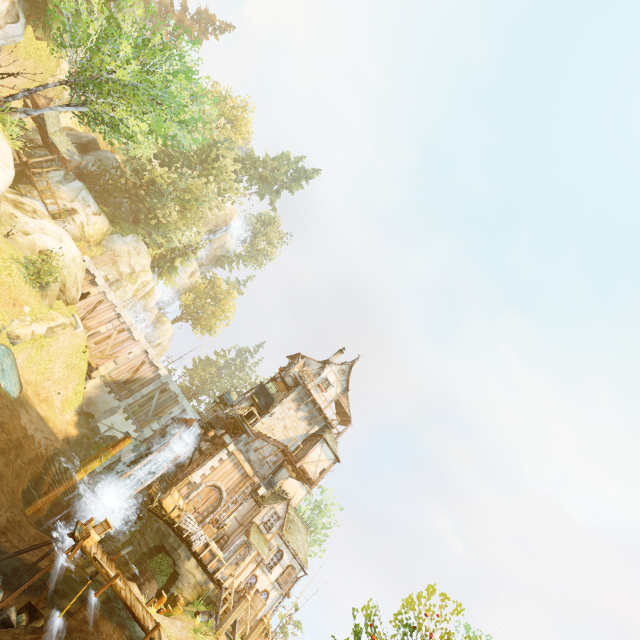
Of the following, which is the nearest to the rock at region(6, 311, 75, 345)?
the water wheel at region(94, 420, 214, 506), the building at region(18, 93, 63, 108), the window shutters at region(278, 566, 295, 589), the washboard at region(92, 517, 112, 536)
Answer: the water wheel at region(94, 420, 214, 506)

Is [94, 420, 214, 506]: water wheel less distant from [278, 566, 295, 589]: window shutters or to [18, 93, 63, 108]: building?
[278, 566, 295, 589]: window shutters

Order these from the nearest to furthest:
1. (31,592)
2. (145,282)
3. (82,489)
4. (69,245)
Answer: (31,592), (82,489), (69,245), (145,282)

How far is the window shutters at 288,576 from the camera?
23.5 meters

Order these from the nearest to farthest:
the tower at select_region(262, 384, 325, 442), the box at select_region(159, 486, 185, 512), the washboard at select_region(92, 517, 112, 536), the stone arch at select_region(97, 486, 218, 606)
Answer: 1. the washboard at select_region(92, 517, 112, 536)
2. the stone arch at select_region(97, 486, 218, 606)
3. the box at select_region(159, 486, 185, 512)
4. the tower at select_region(262, 384, 325, 442)

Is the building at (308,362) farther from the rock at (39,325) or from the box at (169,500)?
the rock at (39,325)

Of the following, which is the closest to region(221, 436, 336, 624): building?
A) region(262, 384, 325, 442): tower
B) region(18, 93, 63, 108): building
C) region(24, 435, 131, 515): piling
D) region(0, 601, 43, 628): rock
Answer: region(262, 384, 325, 442): tower

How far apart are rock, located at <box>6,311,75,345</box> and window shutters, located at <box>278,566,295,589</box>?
24.0m
